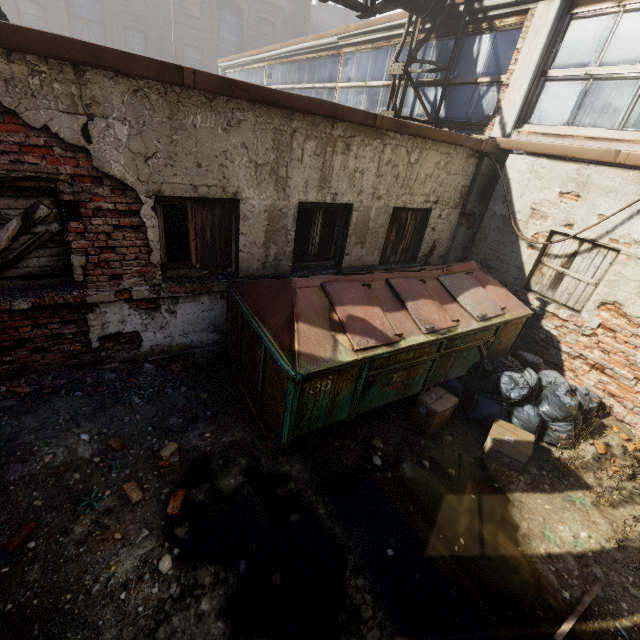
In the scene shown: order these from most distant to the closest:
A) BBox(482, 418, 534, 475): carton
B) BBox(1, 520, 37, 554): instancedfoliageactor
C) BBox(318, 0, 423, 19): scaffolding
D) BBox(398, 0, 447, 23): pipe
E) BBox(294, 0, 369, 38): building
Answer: BBox(294, 0, 369, 38): building
BBox(398, 0, 447, 23): pipe
BBox(318, 0, 423, 19): scaffolding
BBox(482, 418, 534, 475): carton
BBox(1, 520, 37, 554): instancedfoliageactor

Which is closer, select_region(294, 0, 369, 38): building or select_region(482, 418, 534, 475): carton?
select_region(482, 418, 534, 475): carton

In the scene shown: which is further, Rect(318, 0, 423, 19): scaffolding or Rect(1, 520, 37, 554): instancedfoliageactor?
Rect(318, 0, 423, 19): scaffolding

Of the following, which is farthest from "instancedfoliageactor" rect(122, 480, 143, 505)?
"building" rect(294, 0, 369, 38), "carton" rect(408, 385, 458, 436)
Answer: "building" rect(294, 0, 369, 38)

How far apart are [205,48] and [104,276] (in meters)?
26.40

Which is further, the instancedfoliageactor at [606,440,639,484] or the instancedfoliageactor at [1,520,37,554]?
the instancedfoliageactor at [606,440,639,484]

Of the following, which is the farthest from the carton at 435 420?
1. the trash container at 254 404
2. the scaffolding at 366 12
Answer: the scaffolding at 366 12

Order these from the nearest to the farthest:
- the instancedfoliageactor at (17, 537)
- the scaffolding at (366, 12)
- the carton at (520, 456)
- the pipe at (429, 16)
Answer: the instancedfoliageactor at (17, 537), the carton at (520, 456), the scaffolding at (366, 12), the pipe at (429, 16)
